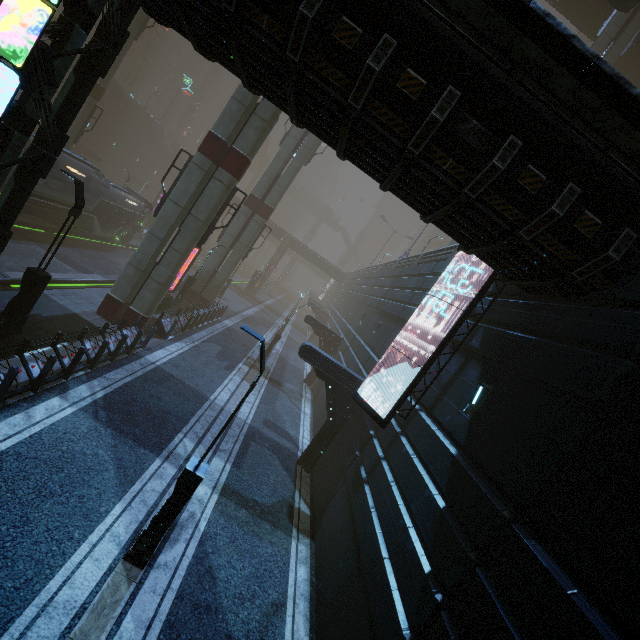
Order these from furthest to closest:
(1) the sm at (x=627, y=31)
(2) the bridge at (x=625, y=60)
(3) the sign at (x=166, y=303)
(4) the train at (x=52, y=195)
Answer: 1. (2) the bridge at (x=625, y=60)
2. (1) the sm at (x=627, y=31)
3. (3) the sign at (x=166, y=303)
4. (4) the train at (x=52, y=195)

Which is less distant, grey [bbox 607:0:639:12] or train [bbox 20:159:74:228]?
train [bbox 20:159:74:228]

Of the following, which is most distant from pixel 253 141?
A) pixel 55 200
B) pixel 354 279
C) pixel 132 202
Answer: pixel 354 279

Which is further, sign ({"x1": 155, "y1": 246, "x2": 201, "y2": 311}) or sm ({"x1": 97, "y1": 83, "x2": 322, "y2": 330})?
sign ({"x1": 155, "y1": 246, "x2": 201, "y2": 311})

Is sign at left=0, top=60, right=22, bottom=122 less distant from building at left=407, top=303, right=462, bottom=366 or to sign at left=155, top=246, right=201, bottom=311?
building at left=407, top=303, right=462, bottom=366

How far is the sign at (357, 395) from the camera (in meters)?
9.77

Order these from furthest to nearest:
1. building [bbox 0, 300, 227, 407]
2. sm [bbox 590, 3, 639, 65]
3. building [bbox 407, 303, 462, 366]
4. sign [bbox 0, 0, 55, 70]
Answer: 1. sm [bbox 590, 3, 639, 65]
2. building [bbox 407, 303, 462, 366]
3. building [bbox 0, 300, 227, 407]
4. sign [bbox 0, 0, 55, 70]

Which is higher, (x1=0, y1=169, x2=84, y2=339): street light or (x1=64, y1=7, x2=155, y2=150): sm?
(x1=64, y1=7, x2=155, y2=150): sm
